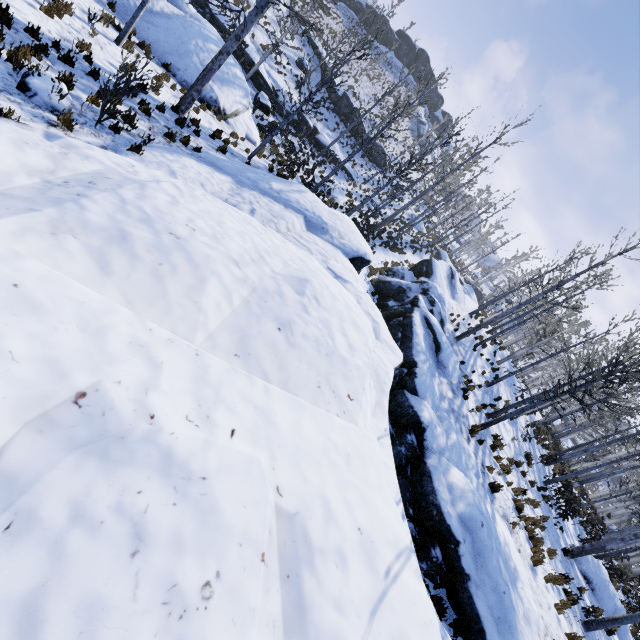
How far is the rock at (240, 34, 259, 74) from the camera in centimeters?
2328cm

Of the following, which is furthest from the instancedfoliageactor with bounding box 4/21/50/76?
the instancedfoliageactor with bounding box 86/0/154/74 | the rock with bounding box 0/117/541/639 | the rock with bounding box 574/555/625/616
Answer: the rock with bounding box 574/555/625/616

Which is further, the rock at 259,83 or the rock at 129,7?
the rock at 259,83

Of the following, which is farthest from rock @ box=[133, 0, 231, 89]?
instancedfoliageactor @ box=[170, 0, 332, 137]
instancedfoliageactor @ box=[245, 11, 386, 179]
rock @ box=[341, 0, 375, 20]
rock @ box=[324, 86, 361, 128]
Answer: rock @ box=[341, 0, 375, 20]

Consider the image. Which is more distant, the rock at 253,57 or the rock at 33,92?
the rock at 253,57

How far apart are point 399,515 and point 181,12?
21.6m

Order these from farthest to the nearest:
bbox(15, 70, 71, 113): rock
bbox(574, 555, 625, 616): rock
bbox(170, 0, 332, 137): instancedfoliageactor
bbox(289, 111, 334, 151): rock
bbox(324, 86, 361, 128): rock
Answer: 1. bbox(324, 86, 361, 128): rock
2. bbox(289, 111, 334, 151): rock
3. bbox(574, 555, 625, 616): rock
4. bbox(170, 0, 332, 137): instancedfoliageactor
5. bbox(15, 70, 71, 113): rock

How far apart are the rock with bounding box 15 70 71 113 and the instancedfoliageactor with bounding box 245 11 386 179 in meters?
12.8
